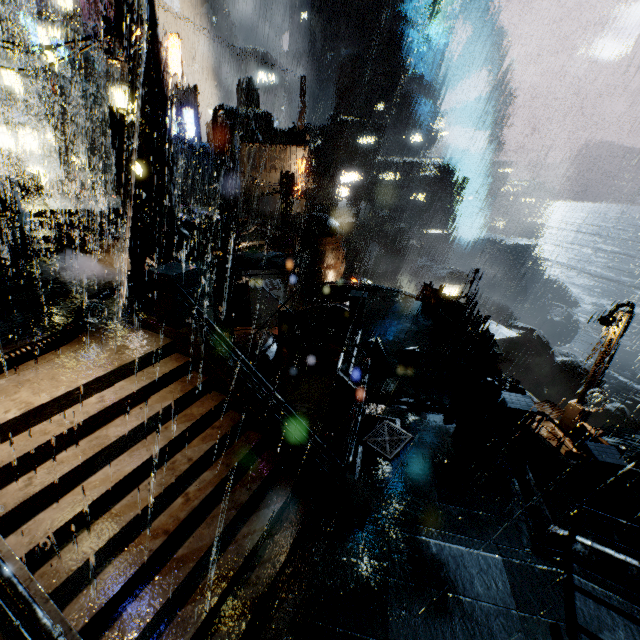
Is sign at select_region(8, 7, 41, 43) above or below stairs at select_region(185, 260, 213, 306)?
above

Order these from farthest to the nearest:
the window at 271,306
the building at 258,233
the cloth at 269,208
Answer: the cloth at 269,208 < the window at 271,306 < the building at 258,233

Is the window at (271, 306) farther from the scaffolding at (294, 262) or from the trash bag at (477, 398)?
the trash bag at (477, 398)

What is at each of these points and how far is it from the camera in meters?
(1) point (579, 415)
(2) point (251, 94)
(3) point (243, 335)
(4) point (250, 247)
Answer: (1) street light, 18.8
(2) building vent, 49.9
(3) building vent, 19.3
(4) sign, 22.1

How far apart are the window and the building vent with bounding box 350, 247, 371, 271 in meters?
24.8

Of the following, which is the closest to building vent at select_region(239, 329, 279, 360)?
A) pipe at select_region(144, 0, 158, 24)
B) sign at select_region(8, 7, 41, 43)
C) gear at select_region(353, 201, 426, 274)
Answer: pipe at select_region(144, 0, 158, 24)

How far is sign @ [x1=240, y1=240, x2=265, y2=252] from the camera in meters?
21.7

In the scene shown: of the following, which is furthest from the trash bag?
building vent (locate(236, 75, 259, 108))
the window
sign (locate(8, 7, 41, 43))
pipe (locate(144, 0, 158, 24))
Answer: building vent (locate(236, 75, 259, 108))
